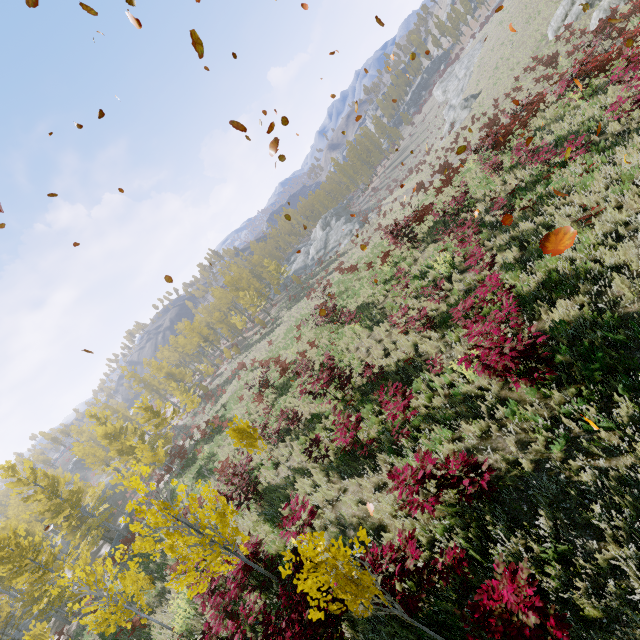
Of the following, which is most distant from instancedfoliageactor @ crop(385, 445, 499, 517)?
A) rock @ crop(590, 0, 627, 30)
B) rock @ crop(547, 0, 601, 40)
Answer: rock @ crop(590, 0, 627, 30)

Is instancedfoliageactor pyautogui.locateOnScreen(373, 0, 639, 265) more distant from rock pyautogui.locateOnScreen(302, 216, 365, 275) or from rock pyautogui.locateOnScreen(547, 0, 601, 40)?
rock pyautogui.locateOnScreen(302, 216, 365, 275)

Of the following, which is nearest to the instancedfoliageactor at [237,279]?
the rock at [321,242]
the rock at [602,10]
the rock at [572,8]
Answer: the rock at [572,8]

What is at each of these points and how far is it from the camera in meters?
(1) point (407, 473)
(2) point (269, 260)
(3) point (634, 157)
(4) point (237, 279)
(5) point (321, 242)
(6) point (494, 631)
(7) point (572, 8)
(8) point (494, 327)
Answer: (1) instancedfoliageactor, 6.2 m
(2) instancedfoliageactor, 52.2 m
(3) instancedfoliageactor, 8.1 m
(4) instancedfoliageactor, 56.4 m
(5) rock, 57.5 m
(6) instancedfoliageactor, 3.5 m
(7) rock, 28.8 m
(8) instancedfoliageactor, 6.2 m

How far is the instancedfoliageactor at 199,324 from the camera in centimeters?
4791cm

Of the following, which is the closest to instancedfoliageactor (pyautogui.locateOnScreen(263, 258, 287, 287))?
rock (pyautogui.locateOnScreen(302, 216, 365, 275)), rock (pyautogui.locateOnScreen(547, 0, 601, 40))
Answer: rock (pyautogui.locateOnScreen(547, 0, 601, 40))

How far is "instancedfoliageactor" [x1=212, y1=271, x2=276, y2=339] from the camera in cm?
4834

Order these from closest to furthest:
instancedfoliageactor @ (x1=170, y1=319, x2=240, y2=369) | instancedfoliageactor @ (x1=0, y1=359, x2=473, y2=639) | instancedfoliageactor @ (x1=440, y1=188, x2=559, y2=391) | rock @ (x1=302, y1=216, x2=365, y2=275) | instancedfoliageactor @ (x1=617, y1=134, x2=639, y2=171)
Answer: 1. instancedfoliageactor @ (x1=0, y1=359, x2=473, y2=639)
2. instancedfoliageactor @ (x1=440, y1=188, x2=559, y2=391)
3. instancedfoliageactor @ (x1=617, y1=134, x2=639, y2=171)
4. instancedfoliageactor @ (x1=170, y1=319, x2=240, y2=369)
5. rock @ (x1=302, y1=216, x2=365, y2=275)
